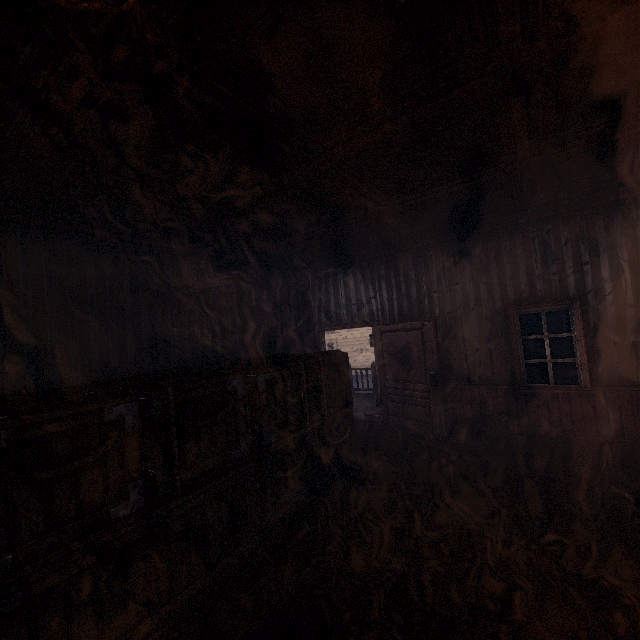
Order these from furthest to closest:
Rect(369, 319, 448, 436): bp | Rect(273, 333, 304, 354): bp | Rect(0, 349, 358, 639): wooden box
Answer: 1. Rect(273, 333, 304, 354): bp
2. Rect(369, 319, 448, 436): bp
3. Rect(0, 349, 358, 639): wooden box

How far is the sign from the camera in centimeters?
1516cm

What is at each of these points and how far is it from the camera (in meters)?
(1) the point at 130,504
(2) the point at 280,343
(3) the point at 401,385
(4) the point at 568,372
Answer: (1) wooden box, 2.32
(2) bp, 7.39
(3) bp, 6.74
(4) sign, 15.22

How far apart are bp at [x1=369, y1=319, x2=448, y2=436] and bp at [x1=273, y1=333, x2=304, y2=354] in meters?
1.7 m

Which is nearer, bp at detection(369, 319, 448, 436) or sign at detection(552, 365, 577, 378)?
bp at detection(369, 319, 448, 436)

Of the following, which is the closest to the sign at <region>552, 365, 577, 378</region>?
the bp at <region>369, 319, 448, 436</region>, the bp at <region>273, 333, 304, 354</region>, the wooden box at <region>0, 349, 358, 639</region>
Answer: the bp at <region>369, 319, 448, 436</region>

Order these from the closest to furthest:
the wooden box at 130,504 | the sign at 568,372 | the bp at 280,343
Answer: the wooden box at 130,504
the bp at 280,343
the sign at 568,372

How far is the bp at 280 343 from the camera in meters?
7.3 m
